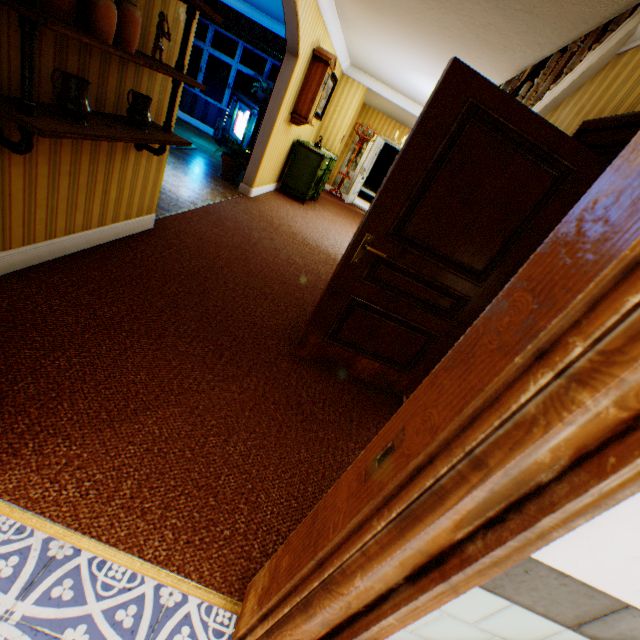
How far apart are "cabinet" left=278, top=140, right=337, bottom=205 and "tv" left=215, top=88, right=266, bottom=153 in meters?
0.5 m

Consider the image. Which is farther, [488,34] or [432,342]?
[488,34]

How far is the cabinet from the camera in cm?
714

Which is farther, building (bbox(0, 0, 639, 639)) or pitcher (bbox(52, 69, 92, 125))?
pitcher (bbox(52, 69, 92, 125))

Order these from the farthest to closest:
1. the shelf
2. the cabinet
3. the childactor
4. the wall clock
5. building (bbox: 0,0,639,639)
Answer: the cabinet → the wall clock → the childactor → the shelf → building (bbox: 0,0,639,639)

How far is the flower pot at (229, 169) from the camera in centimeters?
602cm

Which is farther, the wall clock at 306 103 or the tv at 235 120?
the tv at 235 120

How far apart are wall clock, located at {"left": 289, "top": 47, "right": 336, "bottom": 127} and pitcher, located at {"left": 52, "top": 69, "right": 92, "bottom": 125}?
4.99m
